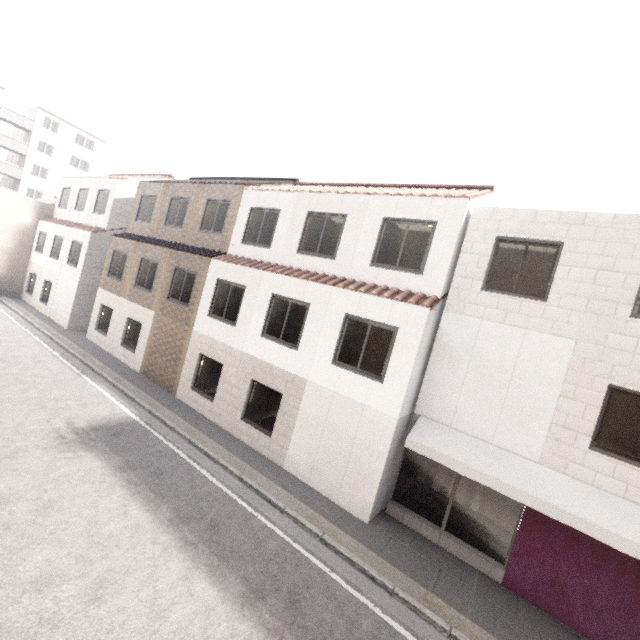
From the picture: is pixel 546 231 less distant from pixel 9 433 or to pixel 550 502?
pixel 550 502
